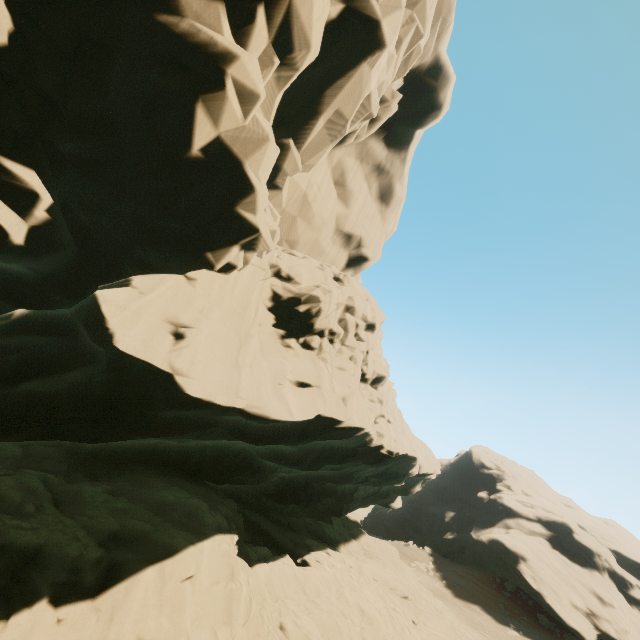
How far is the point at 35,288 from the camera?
10.6m
